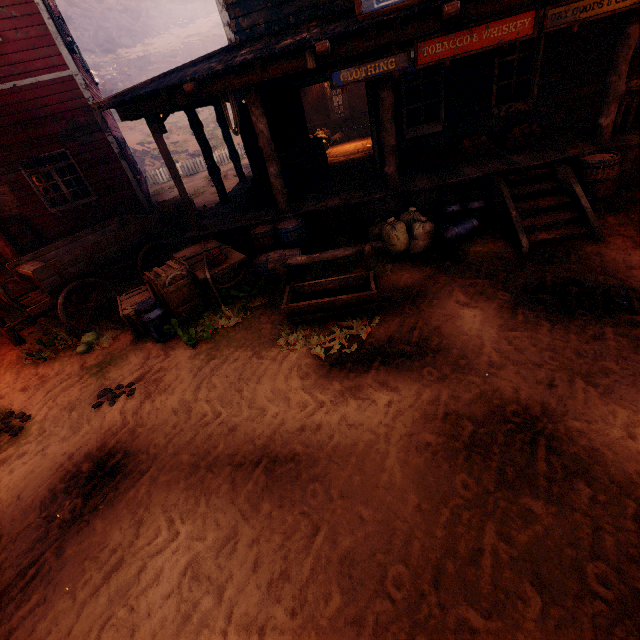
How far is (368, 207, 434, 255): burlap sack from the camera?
6.5 meters

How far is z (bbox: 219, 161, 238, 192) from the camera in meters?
17.3

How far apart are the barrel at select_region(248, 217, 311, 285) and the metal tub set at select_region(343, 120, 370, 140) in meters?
8.8 m

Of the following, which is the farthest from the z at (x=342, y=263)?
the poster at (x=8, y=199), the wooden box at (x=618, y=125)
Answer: the poster at (x=8, y=199)

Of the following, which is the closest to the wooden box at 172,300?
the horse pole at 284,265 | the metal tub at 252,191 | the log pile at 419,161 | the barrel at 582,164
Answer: the horse pole at 284,265

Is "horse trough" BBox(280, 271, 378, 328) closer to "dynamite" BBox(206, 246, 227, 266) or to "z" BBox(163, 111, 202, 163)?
"z" BBox(163, 111, 202, 163)

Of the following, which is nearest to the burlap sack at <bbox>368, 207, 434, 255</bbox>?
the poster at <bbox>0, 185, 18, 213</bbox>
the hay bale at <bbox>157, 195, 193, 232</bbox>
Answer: the hay bale at <bbox>157, 195, 193, 232</bbox>

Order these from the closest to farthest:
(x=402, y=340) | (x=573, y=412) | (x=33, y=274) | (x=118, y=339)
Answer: (x=573, y=412) → (x=402, y=340) → (x=33, y=274) → (x=118, y=339)
